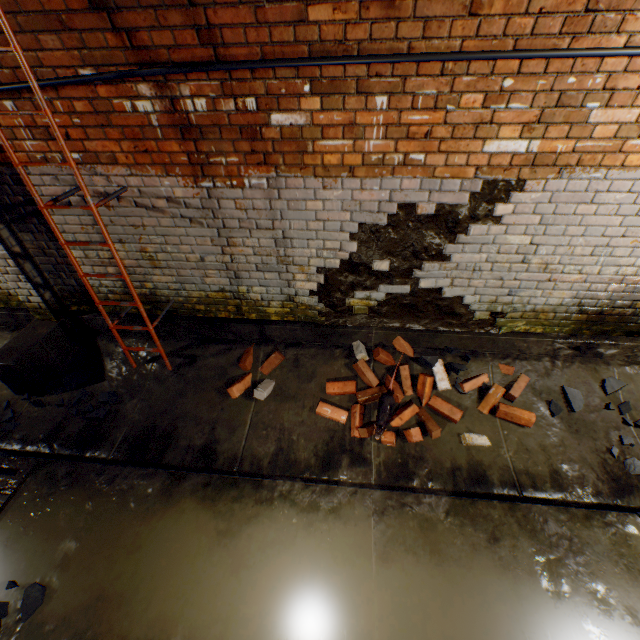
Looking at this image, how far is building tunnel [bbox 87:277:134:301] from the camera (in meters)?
3.54

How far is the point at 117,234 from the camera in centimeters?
315cm

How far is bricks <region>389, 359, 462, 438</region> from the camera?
3.15m

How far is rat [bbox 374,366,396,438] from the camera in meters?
3.0 m

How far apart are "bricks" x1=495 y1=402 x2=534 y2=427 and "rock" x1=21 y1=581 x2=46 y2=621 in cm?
249

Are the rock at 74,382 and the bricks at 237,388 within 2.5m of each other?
yes

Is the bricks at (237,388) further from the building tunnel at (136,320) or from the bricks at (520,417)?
the bricks at (520,417)

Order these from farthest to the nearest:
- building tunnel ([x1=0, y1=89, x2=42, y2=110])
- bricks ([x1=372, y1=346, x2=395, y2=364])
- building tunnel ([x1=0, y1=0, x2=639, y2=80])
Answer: bricks ([x1=372, y1=346, x2=395, y2=364]) → building tunnel ([x1=0, y1=89, x2=42, y2=110]) → building tunnel ([x1=0, y1=0, x2=639, y2=80])
